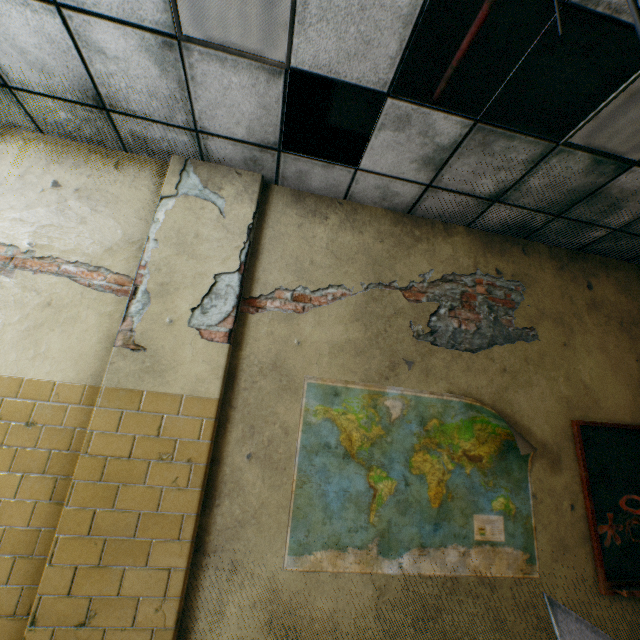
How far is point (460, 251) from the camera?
3.24m

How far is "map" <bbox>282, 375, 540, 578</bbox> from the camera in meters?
2.3

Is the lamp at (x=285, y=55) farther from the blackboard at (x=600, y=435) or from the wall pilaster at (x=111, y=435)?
the blackboard at (x=600, y=435)

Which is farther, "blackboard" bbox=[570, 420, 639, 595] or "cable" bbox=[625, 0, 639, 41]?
"blackboard" bbox=[570, 420, 639, 595]

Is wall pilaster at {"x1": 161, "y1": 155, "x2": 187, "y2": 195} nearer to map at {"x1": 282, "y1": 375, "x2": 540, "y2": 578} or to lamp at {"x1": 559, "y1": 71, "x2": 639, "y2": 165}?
map at {"x1": 282, "y1": 375, "x2": 540, "y2": 578}

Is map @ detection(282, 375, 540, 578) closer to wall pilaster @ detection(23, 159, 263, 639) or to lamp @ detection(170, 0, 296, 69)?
wall pilaster @ detection(23, 159, 263, 639)

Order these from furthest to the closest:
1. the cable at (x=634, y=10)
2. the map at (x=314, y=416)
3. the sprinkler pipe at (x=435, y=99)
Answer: the map at (x=314, y=416)
the sprinkler pipe at (x=435, y=99)
the cable at (x=634, y=10)

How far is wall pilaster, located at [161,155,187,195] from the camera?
2.7m
